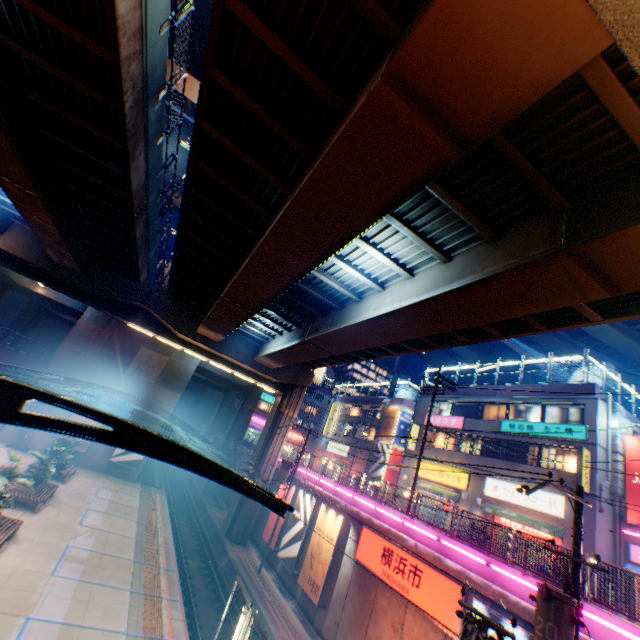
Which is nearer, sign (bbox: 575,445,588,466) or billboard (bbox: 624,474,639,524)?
billboard (bbox: 624,474,639,524)

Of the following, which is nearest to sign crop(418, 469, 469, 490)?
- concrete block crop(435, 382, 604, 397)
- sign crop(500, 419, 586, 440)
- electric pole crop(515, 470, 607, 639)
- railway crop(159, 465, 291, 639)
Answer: sign crop(500, 419, 586, 440)

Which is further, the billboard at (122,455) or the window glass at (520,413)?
the billboard at (122,455)

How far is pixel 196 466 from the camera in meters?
7.7 m

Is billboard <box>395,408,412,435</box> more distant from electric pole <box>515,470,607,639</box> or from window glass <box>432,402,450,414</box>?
electric pole <box>515,470,607,639</box>

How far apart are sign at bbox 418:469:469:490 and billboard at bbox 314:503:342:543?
12.4m

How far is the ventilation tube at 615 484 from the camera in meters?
19.1

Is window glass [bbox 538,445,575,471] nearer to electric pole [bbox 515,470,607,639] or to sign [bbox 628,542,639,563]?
sign [bbox 628,542,639,563]
